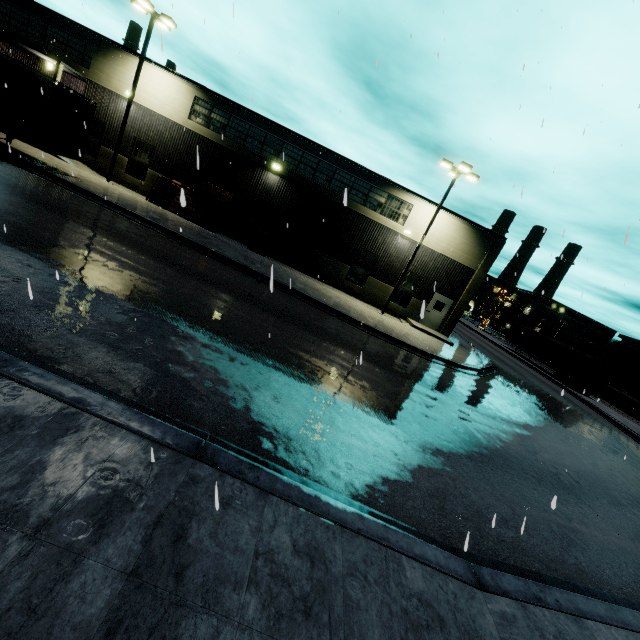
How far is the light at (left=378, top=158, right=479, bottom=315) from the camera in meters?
18.6

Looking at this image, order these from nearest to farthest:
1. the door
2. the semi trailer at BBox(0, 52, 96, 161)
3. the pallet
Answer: the semi trailer at BBox(0, 52, 96, 161), the pallet, the door

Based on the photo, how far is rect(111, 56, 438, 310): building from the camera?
21.0 meters

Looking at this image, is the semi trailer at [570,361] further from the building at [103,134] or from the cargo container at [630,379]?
the cargo container at [630,379]

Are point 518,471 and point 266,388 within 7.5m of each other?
yes

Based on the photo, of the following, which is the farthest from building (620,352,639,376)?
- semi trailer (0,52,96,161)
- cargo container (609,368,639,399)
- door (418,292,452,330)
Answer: semi trailer (0,52,96,161)

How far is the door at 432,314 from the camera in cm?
2302
